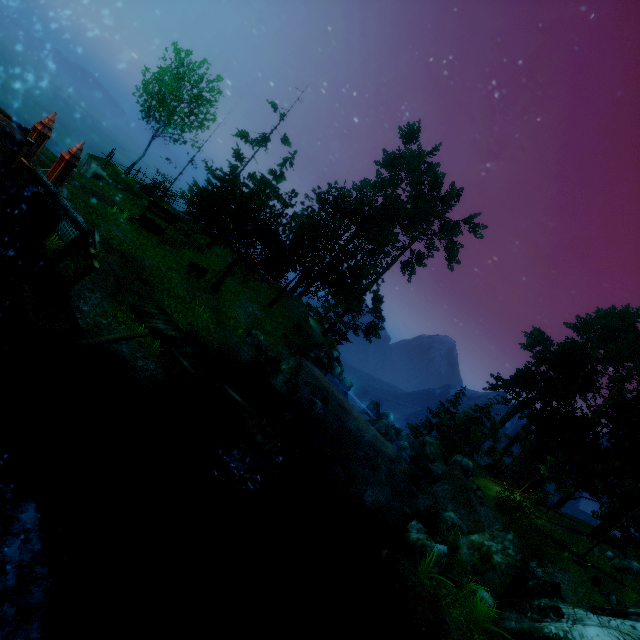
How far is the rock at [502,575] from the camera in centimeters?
1212cm

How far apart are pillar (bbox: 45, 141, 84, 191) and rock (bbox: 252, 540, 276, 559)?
11.8m

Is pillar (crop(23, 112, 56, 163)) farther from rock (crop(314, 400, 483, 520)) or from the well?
rock (crop(314, 400, 483, 520))

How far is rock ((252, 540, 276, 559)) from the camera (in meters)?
9.85

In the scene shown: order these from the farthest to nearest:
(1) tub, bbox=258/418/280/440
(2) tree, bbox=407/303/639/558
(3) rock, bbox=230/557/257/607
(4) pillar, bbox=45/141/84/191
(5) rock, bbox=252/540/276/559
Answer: (2) tree, bbox=407/303/639/558, (1) tub, bbox=258/418/280/440, (5) rock, bbox=252/540/276/559, (4) pillar, bbox=45/141/84/191, (3) rock, bbox=230/557/257/607

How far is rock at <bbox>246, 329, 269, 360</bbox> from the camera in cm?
1769

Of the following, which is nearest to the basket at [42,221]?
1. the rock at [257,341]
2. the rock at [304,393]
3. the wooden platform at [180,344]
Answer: the wooden platform at [180,344]

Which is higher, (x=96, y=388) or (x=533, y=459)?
(x=533, y=459)
